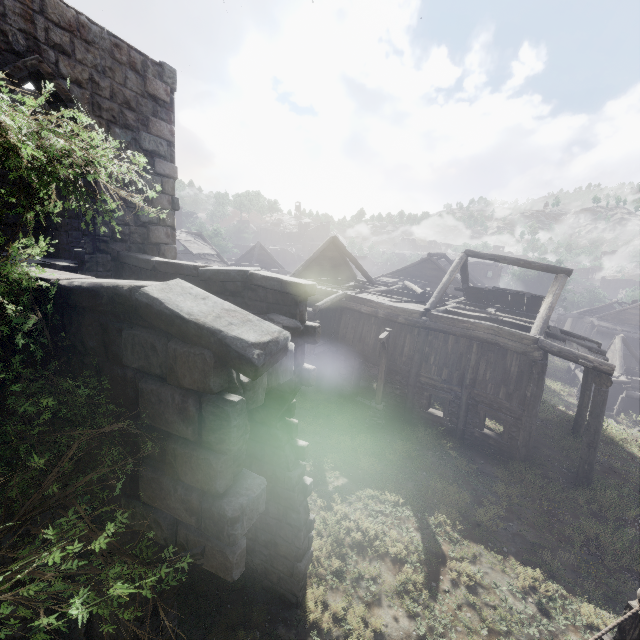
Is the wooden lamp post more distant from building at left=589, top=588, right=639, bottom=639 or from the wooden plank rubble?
the wooden plank rubble

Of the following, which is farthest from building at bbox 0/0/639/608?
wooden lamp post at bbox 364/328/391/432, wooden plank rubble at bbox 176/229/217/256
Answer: wooden lamp post at bbox 364/328/391/432

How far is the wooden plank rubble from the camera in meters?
30.0 m

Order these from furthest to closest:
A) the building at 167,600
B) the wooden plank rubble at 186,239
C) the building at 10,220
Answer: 1. the wooden plank rubble at 186,239
2. the building at 10,220
3. the building at 167,600

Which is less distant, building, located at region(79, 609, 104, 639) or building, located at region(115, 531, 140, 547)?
building, located at region(115, 531, 140, 547)

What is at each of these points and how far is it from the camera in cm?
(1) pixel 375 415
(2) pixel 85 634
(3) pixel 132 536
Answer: (1) wooden lamp post, 1486
(2) building, 394
(3) building, 329

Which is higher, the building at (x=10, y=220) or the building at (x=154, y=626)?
the building at (x=10, y=220)

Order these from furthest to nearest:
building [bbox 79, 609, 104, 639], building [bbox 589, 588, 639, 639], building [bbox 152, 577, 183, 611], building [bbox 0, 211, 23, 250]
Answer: building [bbox 0, 211, 23, 250], building [bbox 589, 588, 639, 639], building [bbox 79, 609, 104, 639], building [bbox 152, 577, 183, 611]
